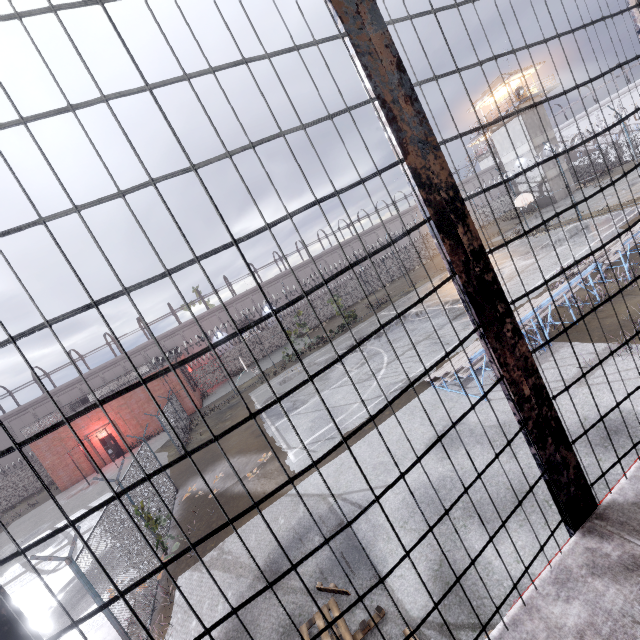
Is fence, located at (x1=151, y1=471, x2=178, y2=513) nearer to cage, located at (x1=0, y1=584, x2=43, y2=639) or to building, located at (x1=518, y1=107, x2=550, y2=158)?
cage, located at (x1=0, y1=584, x2=43, y2=639)

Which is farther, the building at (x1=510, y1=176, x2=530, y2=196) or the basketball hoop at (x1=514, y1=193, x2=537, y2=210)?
the building at (x1=510, y1=176, x2=530, y2=196)

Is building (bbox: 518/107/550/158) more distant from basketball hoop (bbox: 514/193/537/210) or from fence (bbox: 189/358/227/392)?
basketball hoop (bbox: 514/193/537/210)

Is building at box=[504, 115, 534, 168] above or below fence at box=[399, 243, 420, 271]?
above

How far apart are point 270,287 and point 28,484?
32.3 meters

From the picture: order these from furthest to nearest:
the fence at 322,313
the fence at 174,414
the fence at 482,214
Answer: the fence at 322,313, the fence at 482,214, the fence at 174,414

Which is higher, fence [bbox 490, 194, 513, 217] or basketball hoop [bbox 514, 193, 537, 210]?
basketball hoop [bbox 514, 193, 537, 210]

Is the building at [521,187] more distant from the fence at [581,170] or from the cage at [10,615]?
the cage at [10,615]
